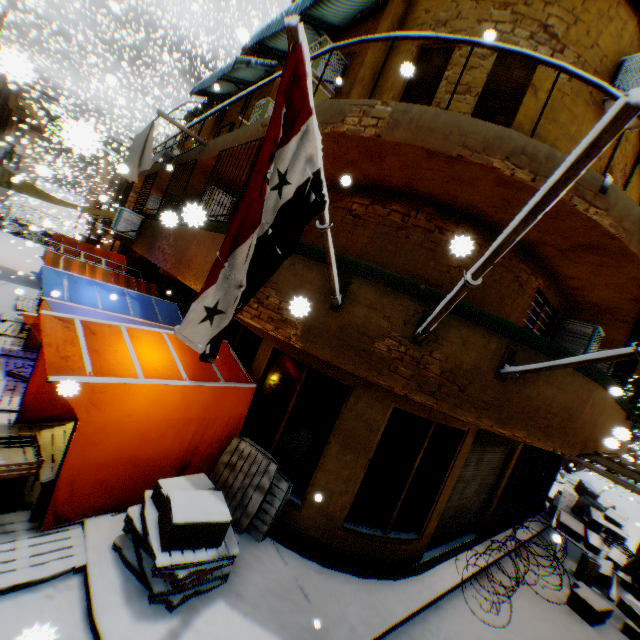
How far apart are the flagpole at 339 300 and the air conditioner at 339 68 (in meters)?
4.61

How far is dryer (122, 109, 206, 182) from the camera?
7.9m

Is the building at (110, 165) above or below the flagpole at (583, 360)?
above

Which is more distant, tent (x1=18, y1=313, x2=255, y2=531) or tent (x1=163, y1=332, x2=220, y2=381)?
tent (x1=163, y1=332, x2=220, y2=381)

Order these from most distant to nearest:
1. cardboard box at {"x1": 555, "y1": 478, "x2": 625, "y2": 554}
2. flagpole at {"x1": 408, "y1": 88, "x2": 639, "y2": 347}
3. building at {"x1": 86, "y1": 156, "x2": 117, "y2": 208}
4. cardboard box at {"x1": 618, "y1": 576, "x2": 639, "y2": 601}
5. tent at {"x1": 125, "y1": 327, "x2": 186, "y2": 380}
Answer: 1. building at {"x1": 86, "y1": 156, "x2": 117, "y2": 208}
2. cardboard box at {"x1": 555, "y1": 478, "x2": 625, "y2": 554}
3. cardboard box at {"x1": 618, "y1": 576, "x2": 639, "y2": 601}
4. tent at {"x1": 125, "y1": 327, "x2": 186, "y2": 380}
5. flagpole at {"x1": 408, "y1": 88, "x2": 639, "y2": 347}

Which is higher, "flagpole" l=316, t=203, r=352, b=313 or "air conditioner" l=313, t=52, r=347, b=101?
"air conditioner" l=313, t=52, r=347, b=101

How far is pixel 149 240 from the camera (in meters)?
9.98

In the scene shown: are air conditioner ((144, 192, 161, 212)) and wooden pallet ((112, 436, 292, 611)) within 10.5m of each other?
no
